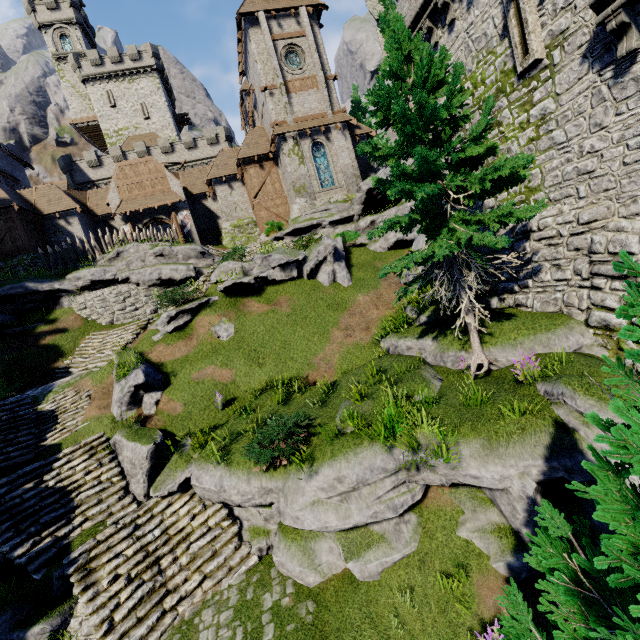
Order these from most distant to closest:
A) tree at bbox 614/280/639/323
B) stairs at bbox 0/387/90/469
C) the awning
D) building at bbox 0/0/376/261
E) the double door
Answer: the double door → the awning → building at bbox 0/0/376/261 → stairs at bbox 0/387/90/469 → tree at bbox 614/280/639/323

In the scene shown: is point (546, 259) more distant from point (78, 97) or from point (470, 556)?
point (78, 97)

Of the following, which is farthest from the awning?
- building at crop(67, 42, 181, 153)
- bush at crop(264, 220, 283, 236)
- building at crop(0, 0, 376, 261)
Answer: building at crop(67, 42, 181, 153)

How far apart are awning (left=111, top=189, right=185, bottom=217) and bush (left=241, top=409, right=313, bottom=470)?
25.8m

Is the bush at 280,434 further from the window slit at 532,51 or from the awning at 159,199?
the awning at 159,199

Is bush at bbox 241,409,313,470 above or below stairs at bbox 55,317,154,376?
below

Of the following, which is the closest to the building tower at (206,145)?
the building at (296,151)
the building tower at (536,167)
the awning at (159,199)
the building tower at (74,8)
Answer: the building at (296,151)

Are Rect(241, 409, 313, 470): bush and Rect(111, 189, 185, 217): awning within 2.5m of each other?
no
